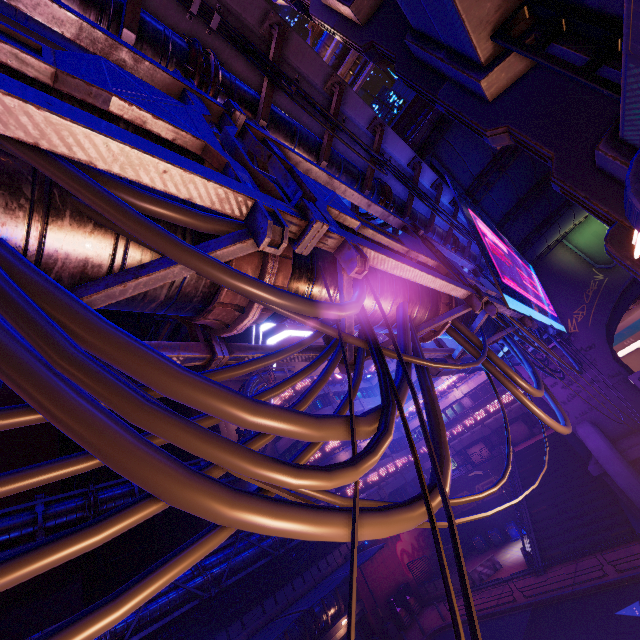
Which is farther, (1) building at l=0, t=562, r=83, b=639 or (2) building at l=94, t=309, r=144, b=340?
(2) building at l=94, t=309, r=144, b=340

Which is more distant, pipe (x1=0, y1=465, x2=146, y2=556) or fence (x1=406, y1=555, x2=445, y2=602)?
fence (x1=406, y1=555, x2=445, y2=602)

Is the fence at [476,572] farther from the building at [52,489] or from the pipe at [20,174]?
A: the building at [52,489]

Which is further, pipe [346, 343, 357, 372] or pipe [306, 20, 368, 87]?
pipe [306, 20, 368, 87]

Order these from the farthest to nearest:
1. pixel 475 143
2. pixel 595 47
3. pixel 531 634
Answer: pixel 531 634
pixel 475 143
pixel 595 47

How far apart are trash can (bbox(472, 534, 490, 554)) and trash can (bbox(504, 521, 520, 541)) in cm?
237

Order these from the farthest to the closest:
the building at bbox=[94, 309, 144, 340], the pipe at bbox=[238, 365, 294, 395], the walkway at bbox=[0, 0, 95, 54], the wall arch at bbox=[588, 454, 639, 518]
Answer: the building at bbox=[94, 309, 144, 340], the pipe at bbox=[238, 365, 294, 395], the wall arch at bbox=[588, 454, 639, 518], the walkway at bbox=[0, 0, 95, 54]

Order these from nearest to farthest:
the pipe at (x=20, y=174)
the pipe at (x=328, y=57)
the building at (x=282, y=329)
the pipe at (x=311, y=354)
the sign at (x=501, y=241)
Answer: the pipe at (x=20, y=174), the pipe at (x=311, y=354), the sign at (x=501, y=241), the pipe at (x=328, y=57), the building at (x=282, y=329)
